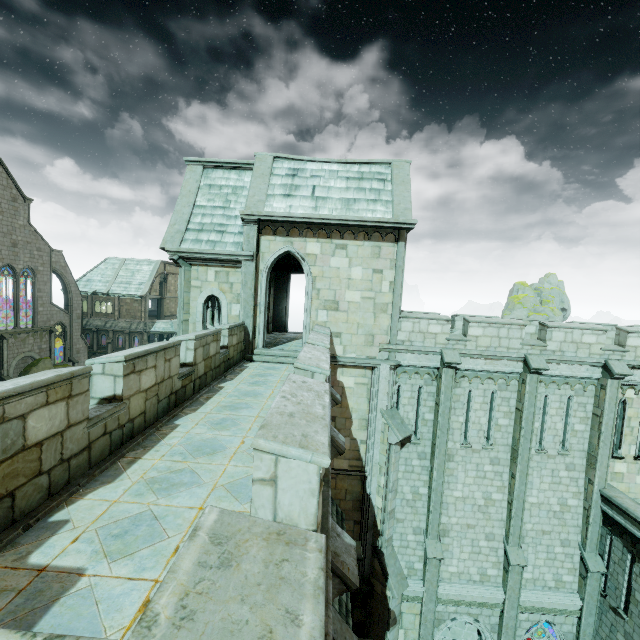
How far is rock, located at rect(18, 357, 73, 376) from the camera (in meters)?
34.81

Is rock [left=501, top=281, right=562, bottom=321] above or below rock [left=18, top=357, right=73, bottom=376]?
above

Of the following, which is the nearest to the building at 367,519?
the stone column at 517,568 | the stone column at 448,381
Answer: the stone column at 448,381

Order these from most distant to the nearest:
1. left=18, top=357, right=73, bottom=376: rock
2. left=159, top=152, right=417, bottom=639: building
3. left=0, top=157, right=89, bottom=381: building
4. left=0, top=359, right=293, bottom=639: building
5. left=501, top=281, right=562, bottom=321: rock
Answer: left=501, top=281, right=562, bottom=321: rock → left=18, top=357, right=73, bottom=376: rock → left=0, top=157, right=89, bottom=381: building → left=159, top=152, right=417, bottom=639: building → left=0, top=359, right=293, bottom=639: building

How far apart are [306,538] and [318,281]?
12.0 meters

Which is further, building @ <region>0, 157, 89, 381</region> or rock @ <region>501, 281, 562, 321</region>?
rock @ <region>501, 281, 562, 321</region>

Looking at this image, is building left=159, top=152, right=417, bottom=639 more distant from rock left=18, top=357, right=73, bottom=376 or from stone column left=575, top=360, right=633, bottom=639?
stone column left=575, top=360, right=633, bottom=639

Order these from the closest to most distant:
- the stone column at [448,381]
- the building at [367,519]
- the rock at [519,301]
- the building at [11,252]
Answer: the building at [367,519] < the stone column at [448,381] < the building at [11,252] < the rock at [519,301]
